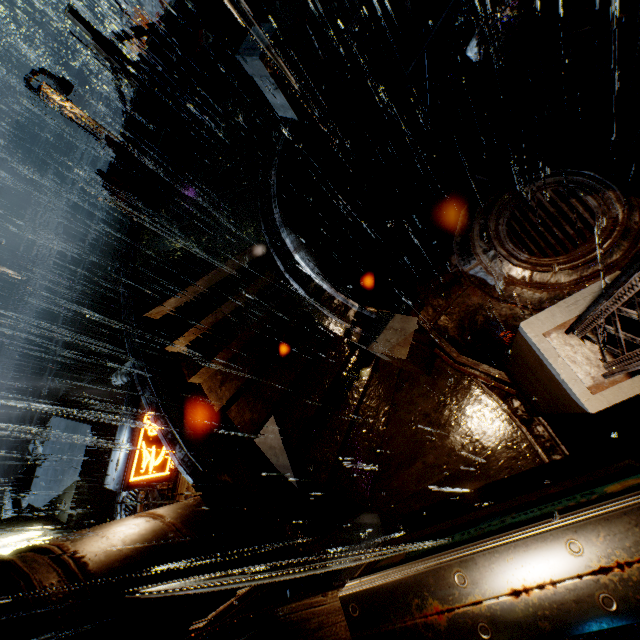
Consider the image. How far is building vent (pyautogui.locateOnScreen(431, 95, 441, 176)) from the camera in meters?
10.6 m

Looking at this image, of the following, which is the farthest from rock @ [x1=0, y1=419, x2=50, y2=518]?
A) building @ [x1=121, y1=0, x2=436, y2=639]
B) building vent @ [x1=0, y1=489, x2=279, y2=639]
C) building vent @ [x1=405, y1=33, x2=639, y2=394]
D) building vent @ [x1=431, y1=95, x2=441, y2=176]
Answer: building vent @ [x1=405, y1=33, x2=639, y2=394]

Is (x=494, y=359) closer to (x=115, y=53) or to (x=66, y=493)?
(x=115, y=53)

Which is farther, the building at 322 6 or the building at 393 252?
the building at 322 6

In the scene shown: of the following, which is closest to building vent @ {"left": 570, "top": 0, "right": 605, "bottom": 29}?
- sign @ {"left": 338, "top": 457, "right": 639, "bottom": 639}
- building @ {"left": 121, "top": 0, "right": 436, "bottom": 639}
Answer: building @ {"left": 121, "top": 0, "right": 436, "bottom": 639}

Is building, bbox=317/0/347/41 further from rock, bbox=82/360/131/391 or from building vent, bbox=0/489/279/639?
rock, bbox=82/360/131/391

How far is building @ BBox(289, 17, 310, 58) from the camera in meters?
9.2 m

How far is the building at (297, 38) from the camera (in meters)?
9.20
